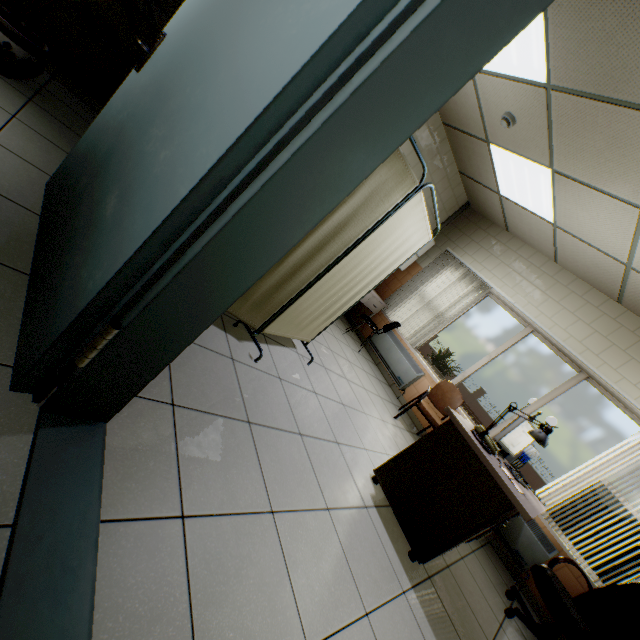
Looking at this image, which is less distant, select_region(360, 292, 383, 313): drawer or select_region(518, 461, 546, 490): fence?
select_region(360, 292, 383, 313): drawer

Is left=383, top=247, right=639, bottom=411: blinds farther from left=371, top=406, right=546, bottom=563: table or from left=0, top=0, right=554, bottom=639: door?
left=0, top=0, right=554, bottom=639: door

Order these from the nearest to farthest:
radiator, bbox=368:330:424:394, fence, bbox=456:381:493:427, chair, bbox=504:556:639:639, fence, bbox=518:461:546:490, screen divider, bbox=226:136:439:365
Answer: screen divider, bbox=226:136:439:365 < chair, bbox=504:556:639:639 < radiator, bbox=368:330:424:394 < fence, bbox=518:461:546:490 < fence, bbox=456:381:493:427

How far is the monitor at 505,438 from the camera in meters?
2.9 m

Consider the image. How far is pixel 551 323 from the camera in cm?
473

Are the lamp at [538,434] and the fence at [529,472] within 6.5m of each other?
no

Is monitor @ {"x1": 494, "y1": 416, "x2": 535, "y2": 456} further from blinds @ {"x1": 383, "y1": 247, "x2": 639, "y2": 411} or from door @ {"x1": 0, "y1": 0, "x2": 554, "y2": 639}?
door @ {"x1": 0, "y1": 0, "x2": 554, "y2": 639}

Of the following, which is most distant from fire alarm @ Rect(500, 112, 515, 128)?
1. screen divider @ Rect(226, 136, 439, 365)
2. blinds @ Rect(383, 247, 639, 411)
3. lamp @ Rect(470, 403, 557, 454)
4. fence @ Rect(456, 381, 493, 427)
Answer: fence @ Rect(456, 381, 493, 427)
